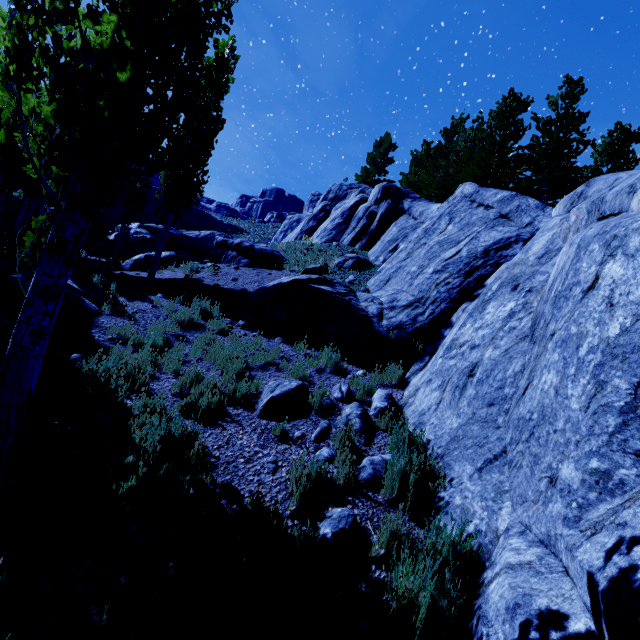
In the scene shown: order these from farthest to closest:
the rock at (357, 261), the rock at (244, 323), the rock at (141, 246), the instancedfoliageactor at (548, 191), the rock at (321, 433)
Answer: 1. the instancedfoliageactor at (548, 191)
2. the rock at (141, 246)
3. the rock at (357, 261)
4. the rock at (244, 323)
5. the rock at (321, 433)

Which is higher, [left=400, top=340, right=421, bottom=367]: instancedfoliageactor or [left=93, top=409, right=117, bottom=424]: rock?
[left=400, top=340, right=421, bottom=367]: instancedfoliageactor

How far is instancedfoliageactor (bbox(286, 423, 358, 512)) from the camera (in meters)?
3.82

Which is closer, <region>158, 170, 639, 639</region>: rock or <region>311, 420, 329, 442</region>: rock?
<region>158, 170, 639, 639</region>: rock

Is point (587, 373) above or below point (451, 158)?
below

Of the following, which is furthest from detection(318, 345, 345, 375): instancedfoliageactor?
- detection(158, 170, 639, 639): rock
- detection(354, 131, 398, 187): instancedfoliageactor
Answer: detection(354, 131, 398, 187): instancedfoliageactor

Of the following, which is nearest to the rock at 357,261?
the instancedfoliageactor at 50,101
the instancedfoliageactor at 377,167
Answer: the instancedfoliageactor at 50,101
